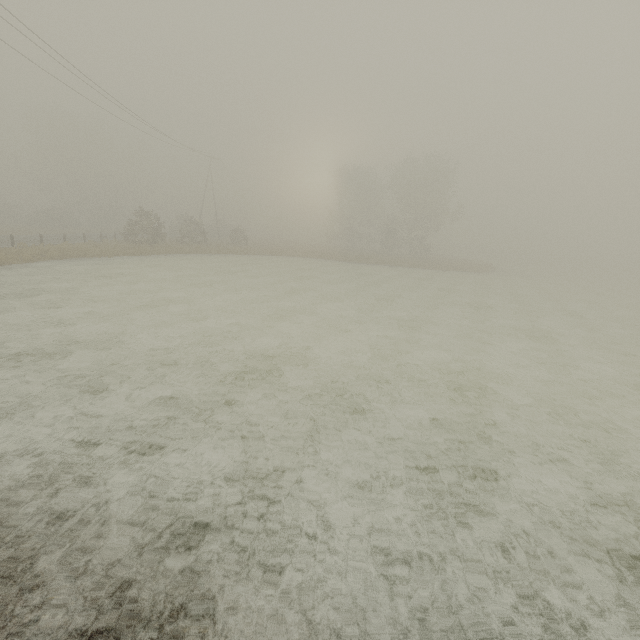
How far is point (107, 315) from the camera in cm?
1124
